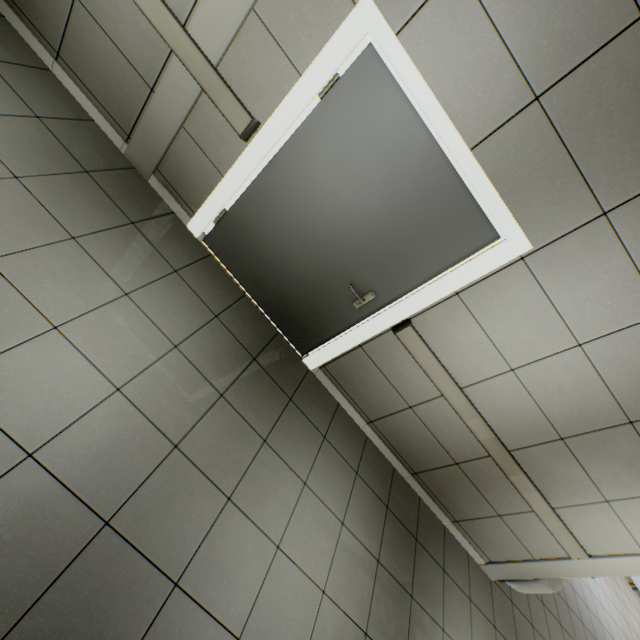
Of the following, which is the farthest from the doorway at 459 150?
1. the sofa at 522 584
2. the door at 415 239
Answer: the sofa at 522 584

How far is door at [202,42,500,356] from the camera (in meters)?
2.13

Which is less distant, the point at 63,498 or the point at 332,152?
the point at 63,498

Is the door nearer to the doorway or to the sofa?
the doorway

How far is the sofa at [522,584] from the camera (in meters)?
3.67

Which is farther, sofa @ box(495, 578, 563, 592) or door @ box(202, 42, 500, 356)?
sofa @ box(495, 578, 563, 592)

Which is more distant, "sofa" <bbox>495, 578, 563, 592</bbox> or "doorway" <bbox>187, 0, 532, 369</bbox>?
"sofa" <bbox>495, 578, 563, 592</bbox>
